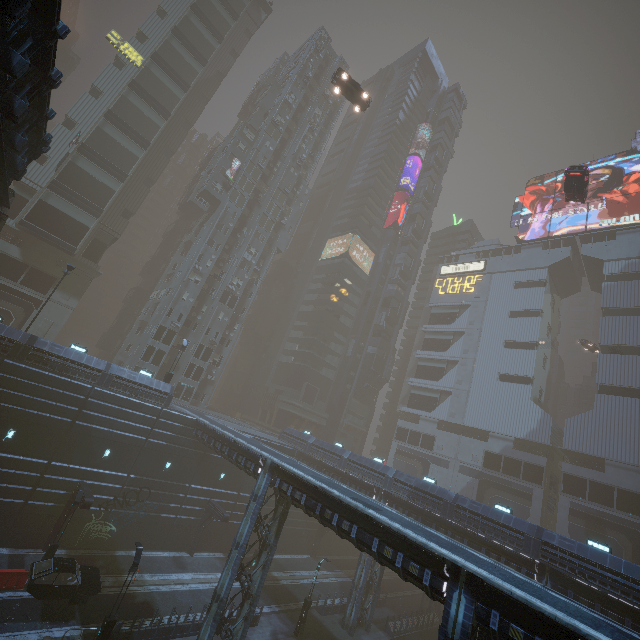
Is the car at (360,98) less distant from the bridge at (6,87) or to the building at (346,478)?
the building at (346,478)

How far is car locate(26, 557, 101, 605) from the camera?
18.2 meters

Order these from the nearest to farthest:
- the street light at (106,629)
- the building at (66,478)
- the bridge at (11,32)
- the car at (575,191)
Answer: the bridge at (11,32)
the building at (66,478)
the street light at (106,629)
the car at (575,191)

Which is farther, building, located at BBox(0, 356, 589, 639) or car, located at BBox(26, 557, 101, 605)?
car, located at BBox(26, 557, 101, 605)

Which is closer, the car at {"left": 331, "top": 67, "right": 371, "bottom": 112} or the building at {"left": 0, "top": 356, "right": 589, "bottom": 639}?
the building at {"left": 0, "top": 356, "right": 589, "bottom": 639}

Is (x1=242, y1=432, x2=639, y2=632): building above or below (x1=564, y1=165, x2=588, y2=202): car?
below

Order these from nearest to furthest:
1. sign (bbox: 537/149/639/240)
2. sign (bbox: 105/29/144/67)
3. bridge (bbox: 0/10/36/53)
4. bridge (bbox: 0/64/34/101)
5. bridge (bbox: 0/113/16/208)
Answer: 1. bridge (bbox: 0/10/36/53)
2. bridge (bbox: 0/64/34/101)
3. bridge (bbox: 0/113/16/208)
4. sign (bbox: 105/29/144/67)
5. sign (bbox: 537/149/639/240)

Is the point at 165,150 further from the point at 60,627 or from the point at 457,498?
A: the point at 457,498
